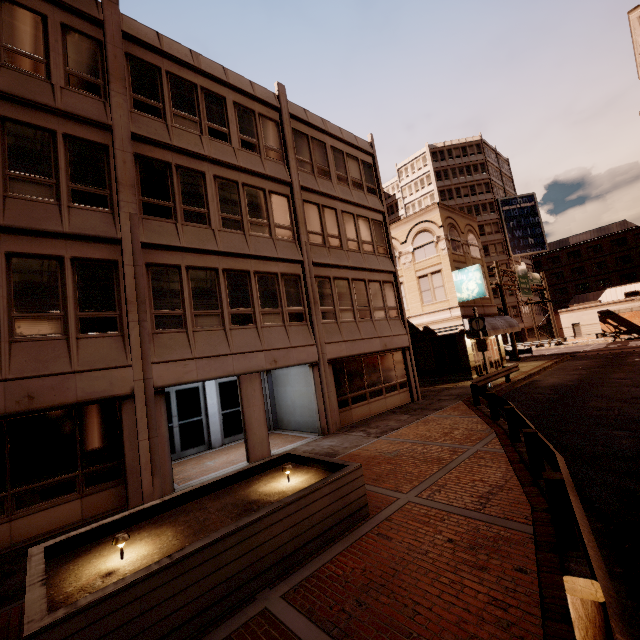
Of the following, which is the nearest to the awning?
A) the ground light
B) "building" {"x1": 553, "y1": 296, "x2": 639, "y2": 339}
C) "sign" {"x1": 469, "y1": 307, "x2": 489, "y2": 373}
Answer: "sign" {"x1": 469, "y1": 307, "x2": 489, "y2": 373}

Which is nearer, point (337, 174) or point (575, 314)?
point (337, 174)

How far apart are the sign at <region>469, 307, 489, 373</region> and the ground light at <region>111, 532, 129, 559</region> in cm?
1886

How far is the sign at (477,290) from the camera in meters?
22.3

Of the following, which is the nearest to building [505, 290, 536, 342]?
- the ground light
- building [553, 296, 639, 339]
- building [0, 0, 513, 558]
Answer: building [553, 296, 639, 339]

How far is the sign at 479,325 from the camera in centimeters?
1881cm

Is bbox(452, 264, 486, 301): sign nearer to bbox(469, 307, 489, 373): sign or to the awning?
the awning

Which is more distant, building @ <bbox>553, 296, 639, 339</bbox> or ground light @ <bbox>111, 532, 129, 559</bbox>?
building @ <bbox>553, 296, 639, 339</bbox>
